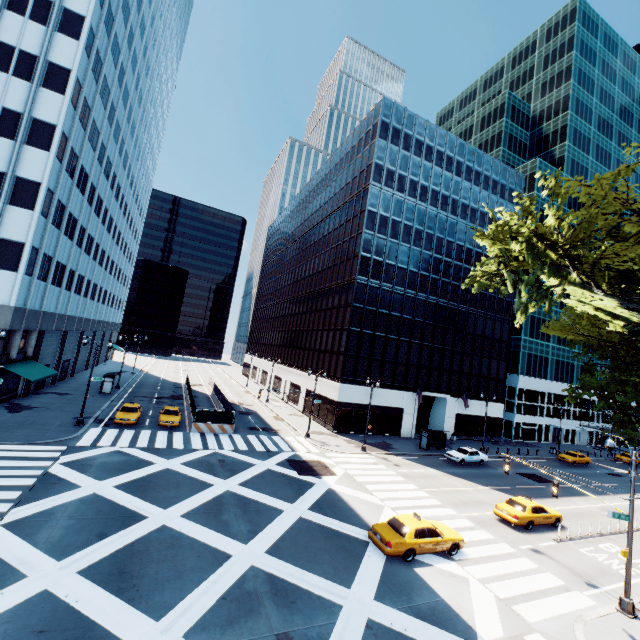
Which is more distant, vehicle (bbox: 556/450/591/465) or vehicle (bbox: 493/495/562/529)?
vehicle (bbox: 556/450/591/465)

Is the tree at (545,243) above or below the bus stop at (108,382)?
above

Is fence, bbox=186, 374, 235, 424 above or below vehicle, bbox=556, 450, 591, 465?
above

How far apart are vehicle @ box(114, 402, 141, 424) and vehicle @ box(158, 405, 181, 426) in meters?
1.5 m

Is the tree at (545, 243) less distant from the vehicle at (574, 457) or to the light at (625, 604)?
the light at (625, 604)

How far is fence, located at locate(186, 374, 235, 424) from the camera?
31.3 meters

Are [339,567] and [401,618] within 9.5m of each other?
yes

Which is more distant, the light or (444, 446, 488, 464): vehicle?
(444, 446, 488, 464): vehicle
